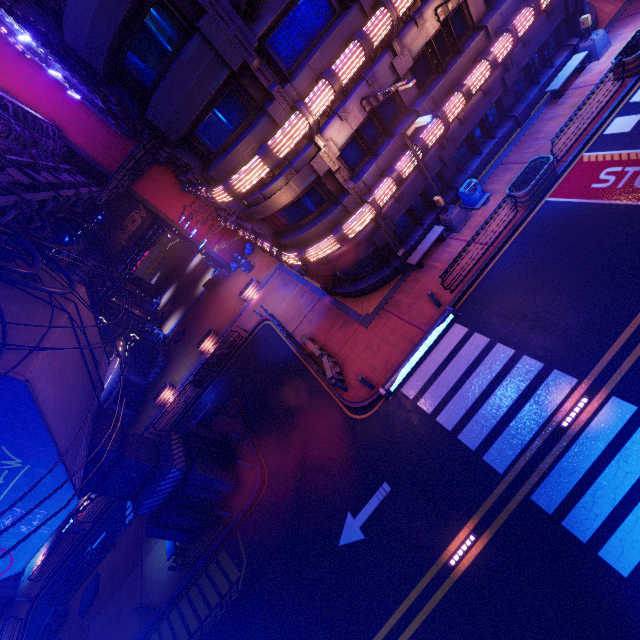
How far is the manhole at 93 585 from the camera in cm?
2009

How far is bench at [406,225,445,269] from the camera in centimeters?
1634cm

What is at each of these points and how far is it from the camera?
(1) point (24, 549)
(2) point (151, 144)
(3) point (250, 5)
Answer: (1) walkway, 10.76m
(2) awning, 17.02m
(3) awning, 10.59m

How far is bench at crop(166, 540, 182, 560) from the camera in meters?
16.6

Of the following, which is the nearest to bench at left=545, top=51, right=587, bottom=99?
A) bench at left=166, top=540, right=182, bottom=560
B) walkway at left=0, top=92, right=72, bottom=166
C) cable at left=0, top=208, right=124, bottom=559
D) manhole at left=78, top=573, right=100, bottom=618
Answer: cable at left=0, top=208, right=124, bottom=559

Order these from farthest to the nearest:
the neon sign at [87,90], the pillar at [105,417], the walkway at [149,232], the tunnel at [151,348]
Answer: the tunnel at [151,348] → the walkway at [149,232] → the pillar at [105,417] → the neon sign at [87,90]

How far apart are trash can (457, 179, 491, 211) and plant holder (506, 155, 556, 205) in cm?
116

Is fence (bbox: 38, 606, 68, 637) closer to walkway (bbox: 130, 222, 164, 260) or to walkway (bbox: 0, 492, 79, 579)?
walkway (bbox: 0, 492, 79, 579)
